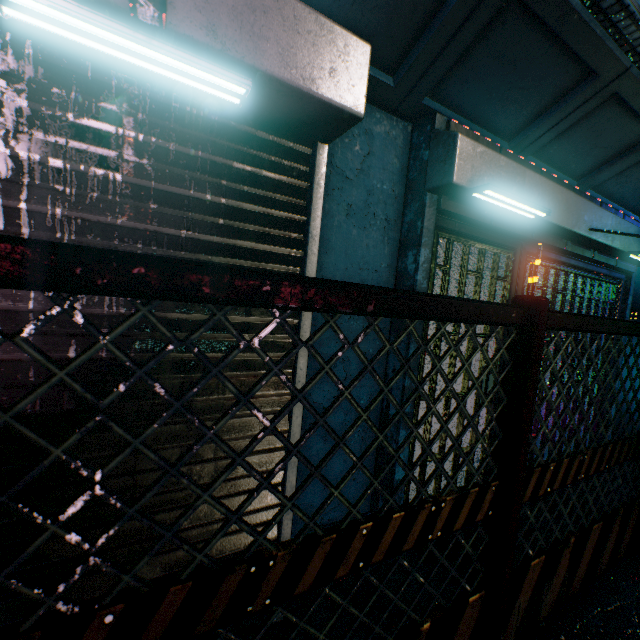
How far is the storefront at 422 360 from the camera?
2.2m

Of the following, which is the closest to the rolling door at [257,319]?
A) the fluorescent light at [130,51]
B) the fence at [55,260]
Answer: the fluorescent light at [130,51]

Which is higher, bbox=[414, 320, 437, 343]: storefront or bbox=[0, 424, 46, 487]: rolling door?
bbox=[414, 320, 437, 343]: storefront

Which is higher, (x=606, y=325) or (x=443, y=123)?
(x=443, y=123)

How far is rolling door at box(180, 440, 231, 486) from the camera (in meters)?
1.46

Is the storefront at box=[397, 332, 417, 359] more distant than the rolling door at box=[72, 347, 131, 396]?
Yes
